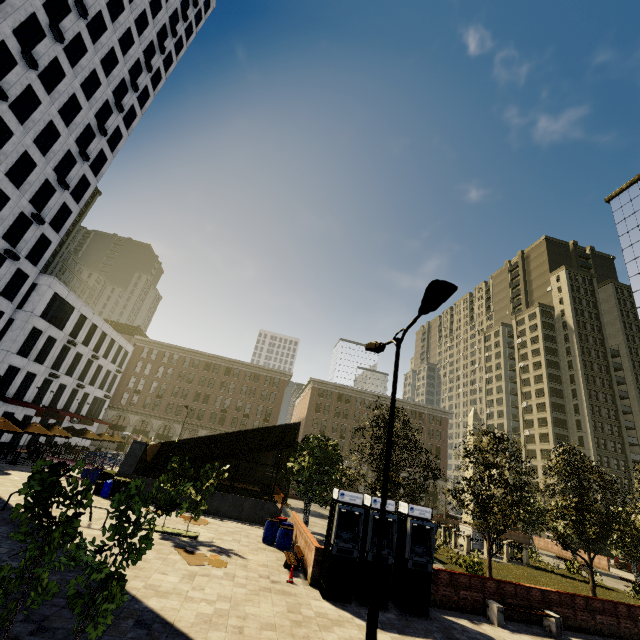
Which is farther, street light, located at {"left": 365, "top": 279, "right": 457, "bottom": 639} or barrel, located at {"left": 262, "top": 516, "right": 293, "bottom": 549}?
barrel, located at {"left": 262, "top": 516, "right": 293, "bottom": 549}

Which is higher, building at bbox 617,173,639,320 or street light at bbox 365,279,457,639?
building at bbox 617,173,639,320

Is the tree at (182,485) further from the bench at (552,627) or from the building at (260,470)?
the bench at (552,627)

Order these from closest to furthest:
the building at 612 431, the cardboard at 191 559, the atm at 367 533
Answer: the atm at 367 533 < the cardboard at 191 559 < the building at 612 431

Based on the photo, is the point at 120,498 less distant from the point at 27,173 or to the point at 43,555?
the point at 43,555

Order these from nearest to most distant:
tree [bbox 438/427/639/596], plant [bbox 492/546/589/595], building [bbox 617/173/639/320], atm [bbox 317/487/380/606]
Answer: A: atm [bbox 317/487/380/606], tree [bbox 438/427/639/596], plant [bbox 492/546/589/595], building [bbox 617/173/639/320]

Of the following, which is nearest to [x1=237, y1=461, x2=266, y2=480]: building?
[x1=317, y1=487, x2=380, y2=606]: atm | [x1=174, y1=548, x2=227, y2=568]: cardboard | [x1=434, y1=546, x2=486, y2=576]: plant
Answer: [x1=317, y1=487, x2=380, y2=606]: atm

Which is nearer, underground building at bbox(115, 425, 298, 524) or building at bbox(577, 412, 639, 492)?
underground building at bbox(115, 425, 298, 524)
